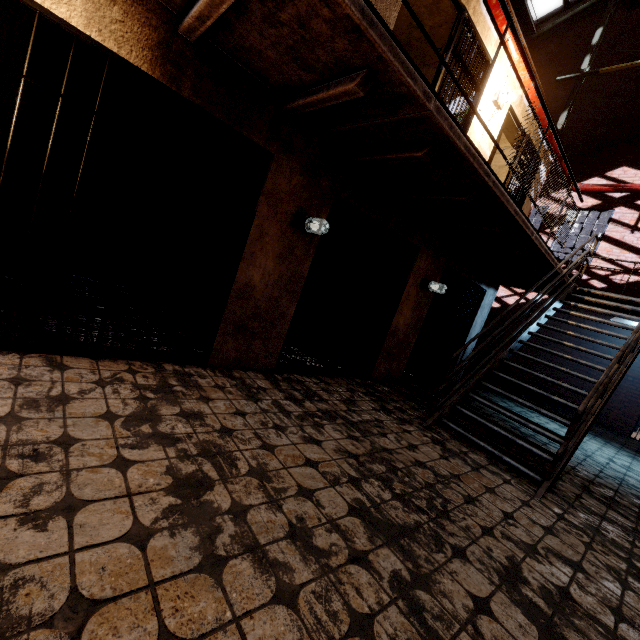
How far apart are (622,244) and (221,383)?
13.8m

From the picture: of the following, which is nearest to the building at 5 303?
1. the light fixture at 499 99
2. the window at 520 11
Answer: the light fixture at 499 99

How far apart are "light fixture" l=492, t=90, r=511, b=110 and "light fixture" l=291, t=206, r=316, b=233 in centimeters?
405cm

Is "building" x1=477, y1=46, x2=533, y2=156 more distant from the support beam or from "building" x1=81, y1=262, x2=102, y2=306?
"building" x1=81, y1=262, x2=102, y2=306

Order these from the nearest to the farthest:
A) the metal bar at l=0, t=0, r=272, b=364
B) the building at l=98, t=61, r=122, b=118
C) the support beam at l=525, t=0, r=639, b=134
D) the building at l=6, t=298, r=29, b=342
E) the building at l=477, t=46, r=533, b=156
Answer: the metal bar at l=0, t=0, r=272, b=364 < the building at l=6, t=298, r=29, b=342 < the building at l=98, t=61, r=122, b=118 < the building at l=477, t=46, r=533, b=156 < the support beam at l=525, t=0, r=639, b=134

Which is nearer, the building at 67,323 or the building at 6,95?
the building at 67,323

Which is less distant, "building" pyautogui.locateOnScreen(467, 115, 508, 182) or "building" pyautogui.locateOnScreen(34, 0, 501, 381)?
"building" pyautogui.locateOnScreen(34, 0, 501, 381)

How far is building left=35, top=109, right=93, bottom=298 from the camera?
4.7m
